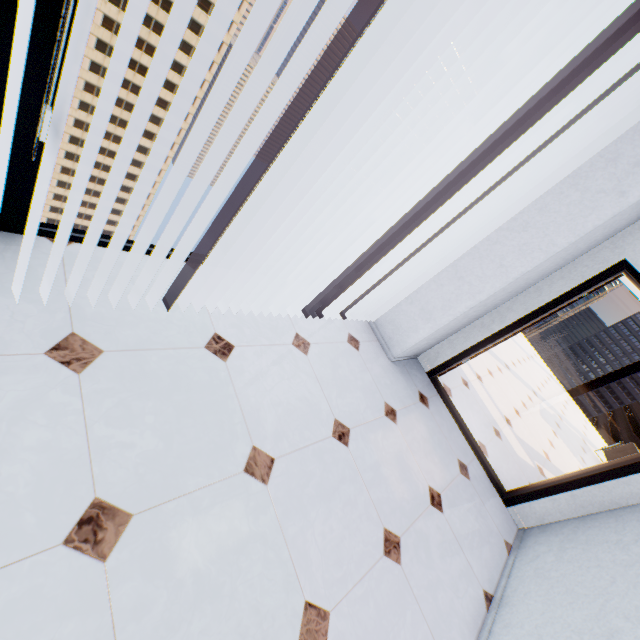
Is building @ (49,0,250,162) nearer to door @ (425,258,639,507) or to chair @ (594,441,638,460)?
door @ (425,258,639,507)

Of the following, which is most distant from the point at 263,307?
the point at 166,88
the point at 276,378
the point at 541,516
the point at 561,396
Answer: the point at 166,88

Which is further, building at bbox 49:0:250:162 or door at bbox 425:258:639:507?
building at bbox 49:0:250:162

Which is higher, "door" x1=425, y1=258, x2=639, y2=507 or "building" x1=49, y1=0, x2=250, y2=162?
"door" x1=425, y1=258, x2=639, y2=507

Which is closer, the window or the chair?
the window

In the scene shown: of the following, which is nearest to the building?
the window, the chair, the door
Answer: the window

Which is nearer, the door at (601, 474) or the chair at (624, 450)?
the door at (601, 474)

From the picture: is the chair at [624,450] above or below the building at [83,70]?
above
